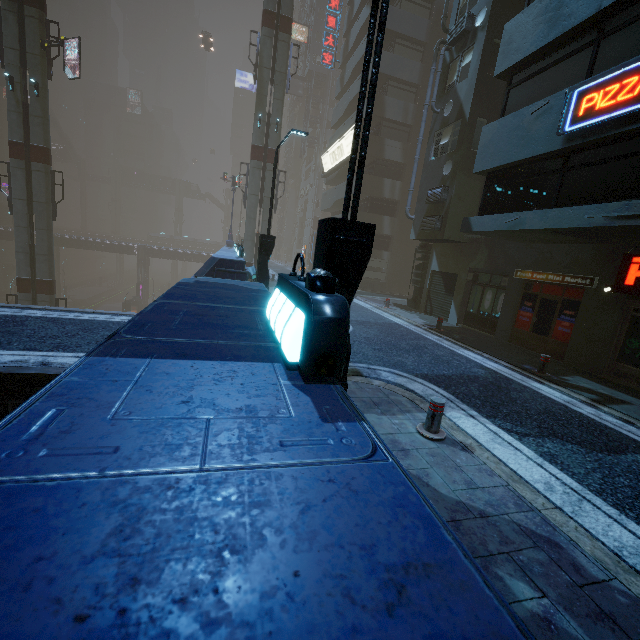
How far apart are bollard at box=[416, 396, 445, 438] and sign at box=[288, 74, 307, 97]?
60.2m

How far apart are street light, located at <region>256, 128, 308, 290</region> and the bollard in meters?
8.6

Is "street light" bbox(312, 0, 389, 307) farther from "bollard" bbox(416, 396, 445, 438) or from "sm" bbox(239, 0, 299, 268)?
"sm" bbox(239, 0, 299, 268)

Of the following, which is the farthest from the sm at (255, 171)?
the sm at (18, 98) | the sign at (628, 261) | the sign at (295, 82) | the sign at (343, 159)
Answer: the sign at (295, 82)

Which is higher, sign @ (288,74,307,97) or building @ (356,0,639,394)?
sign @ (288,74,307,97)

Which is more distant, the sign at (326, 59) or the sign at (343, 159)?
the sign at (326, 59)

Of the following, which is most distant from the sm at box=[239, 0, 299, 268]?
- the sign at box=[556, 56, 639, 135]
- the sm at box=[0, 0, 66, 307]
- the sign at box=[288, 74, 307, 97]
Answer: the sign at box=[288, 74, 307, 97]

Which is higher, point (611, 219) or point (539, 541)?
point (611, 219)
